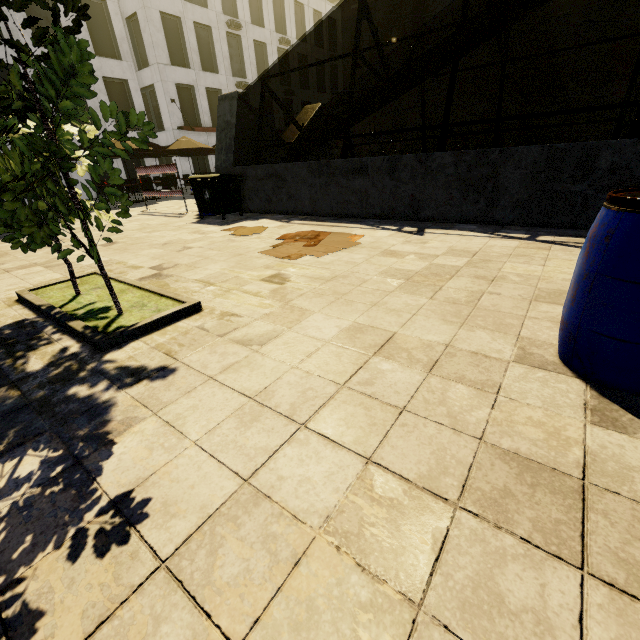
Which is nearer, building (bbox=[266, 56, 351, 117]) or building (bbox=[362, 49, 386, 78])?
building (bbox=[266, 56, 351, 117])

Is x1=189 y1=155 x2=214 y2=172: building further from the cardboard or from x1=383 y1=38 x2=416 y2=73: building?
the cardboard

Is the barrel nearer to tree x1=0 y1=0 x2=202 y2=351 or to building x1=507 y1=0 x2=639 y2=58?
tree x1=0 y1=0 x2=202 y2=351

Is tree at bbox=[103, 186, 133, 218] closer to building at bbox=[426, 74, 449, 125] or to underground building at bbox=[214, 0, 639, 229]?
underground building at bbox=[214, 0, 639, 229]

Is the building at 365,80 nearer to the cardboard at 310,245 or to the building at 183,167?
the building at 183,167

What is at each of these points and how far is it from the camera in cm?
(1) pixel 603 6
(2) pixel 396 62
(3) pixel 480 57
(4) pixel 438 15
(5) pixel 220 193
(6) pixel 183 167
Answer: (1) building, 2930
(2) building, 4091
(3) building, 3572
(4) building, 3656
(5) dumpster, 856
(6) building, 2544

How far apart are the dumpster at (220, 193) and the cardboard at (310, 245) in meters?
3.2
